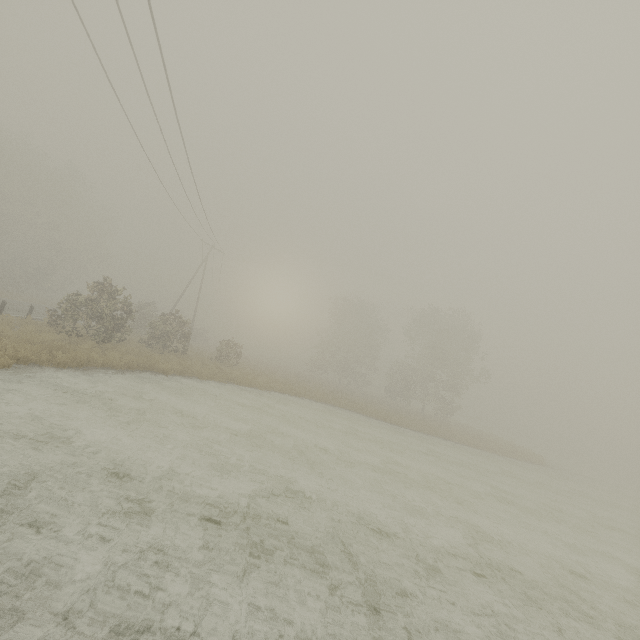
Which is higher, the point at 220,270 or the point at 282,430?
the point at 220,270
